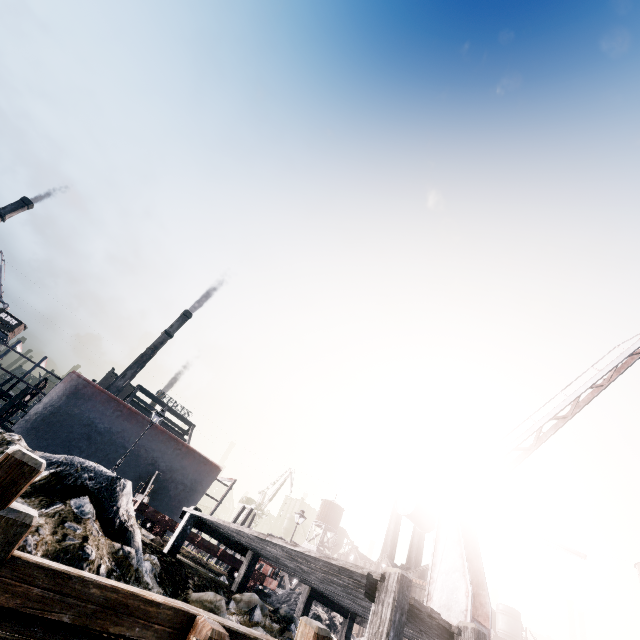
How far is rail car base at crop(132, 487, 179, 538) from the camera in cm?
1433

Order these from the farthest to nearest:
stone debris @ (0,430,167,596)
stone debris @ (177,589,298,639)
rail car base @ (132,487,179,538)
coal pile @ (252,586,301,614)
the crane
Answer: coal pile @ (252,586,301,614) < rail car base @ (132,487,179,538) < the crane < stone debris @ (177,589,298,639) < stone debris @ (0,430,167,596)

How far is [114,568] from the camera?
5.2m

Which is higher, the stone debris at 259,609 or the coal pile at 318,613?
the coal pile at 318,613

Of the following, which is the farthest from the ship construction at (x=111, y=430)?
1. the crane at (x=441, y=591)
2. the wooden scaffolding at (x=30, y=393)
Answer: the crane at (x=441, y=591)

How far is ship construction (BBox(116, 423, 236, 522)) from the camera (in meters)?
27.17

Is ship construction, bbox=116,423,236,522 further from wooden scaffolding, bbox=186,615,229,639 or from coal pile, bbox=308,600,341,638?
wooden scaffolding, bbox=186,615,229,639
